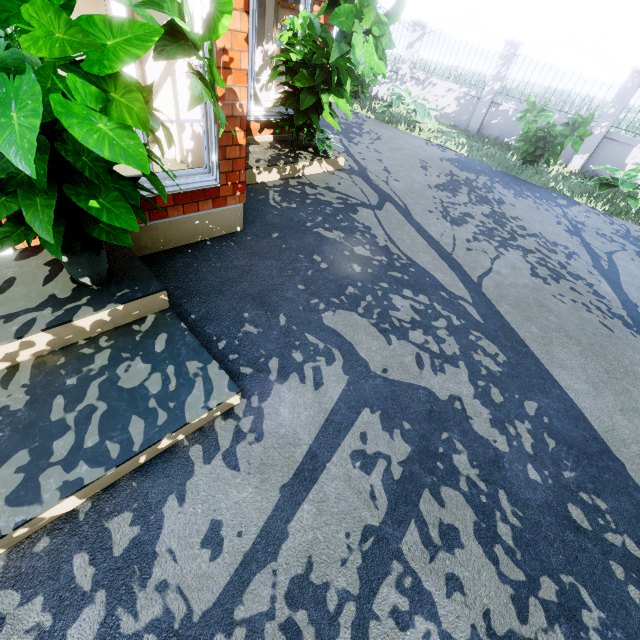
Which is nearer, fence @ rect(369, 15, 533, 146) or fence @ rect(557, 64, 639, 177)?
fence @ rect(557, 64, 639, 177)

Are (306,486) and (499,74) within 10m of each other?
no

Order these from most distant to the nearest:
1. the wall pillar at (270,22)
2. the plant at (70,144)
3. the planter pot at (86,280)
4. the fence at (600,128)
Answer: the fence at (600,128) < the wall pillar at (270,22) < the planter pot at (86,280) < the plant at (70,144)

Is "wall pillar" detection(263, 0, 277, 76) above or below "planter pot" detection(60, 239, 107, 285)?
above

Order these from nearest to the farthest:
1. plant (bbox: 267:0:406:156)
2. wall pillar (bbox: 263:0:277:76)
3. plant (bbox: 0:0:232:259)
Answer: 1. plant (bbox: 0:0:232:259)
2. plant (bbox: 267:0:406:156)
3. wall pillar (bbox: 263:0:277:76)

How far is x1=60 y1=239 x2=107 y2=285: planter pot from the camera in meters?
2.1

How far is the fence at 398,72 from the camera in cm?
967

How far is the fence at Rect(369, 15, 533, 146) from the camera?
9.67m
